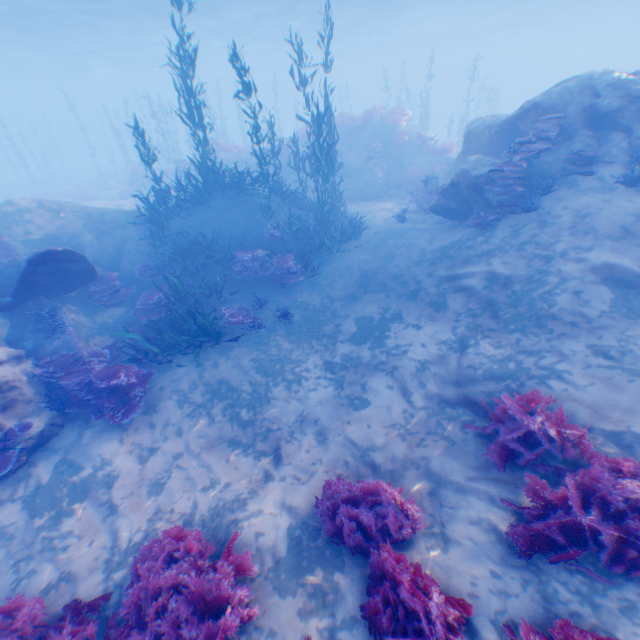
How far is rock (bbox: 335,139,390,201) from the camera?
18.4 meters

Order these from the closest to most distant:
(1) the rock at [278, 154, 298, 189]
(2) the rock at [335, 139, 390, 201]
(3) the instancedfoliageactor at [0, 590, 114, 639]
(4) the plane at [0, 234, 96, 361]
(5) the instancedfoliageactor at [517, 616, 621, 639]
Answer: (5) the instancedfoliageactor at [517, 616, 621, 639] → (3) the instancedfoliageactor at [0, 590, 114, 639] → (4) the plane at [0, 234, 96, 361] → (2) the rock at [335, 139, 390, 201] → (1) the rock at [278, 154, 298, 189]

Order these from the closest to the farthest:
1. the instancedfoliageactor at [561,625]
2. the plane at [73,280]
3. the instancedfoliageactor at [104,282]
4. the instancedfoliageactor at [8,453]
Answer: the instancedfoliageactor at [561,625] → the instancedfoliageactor at [8,453] → the plane at [73,280] → the instancedfoliageactor at [104,282]

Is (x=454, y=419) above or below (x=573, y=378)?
below

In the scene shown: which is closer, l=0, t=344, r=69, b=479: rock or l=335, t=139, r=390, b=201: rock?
l=0, t=344, r=69, b=479: rock

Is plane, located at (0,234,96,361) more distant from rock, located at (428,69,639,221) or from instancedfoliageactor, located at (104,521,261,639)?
instancedfoliageactor, located at (104,521,261,639)

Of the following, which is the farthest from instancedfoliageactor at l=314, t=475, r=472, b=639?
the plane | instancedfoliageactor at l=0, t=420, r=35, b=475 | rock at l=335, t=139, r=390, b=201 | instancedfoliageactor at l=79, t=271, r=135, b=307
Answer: rock at l=335, t=139, r=390, b=201

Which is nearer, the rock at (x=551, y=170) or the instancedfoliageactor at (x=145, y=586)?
the instancedfoliageactor at (x=145, y=586)
